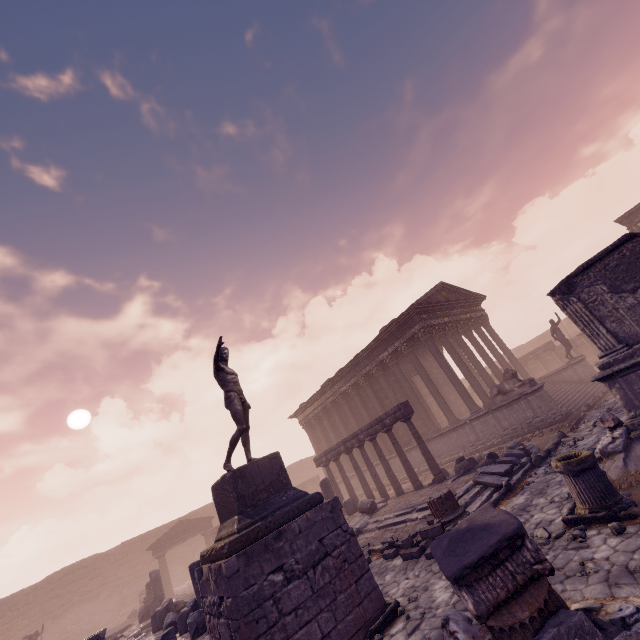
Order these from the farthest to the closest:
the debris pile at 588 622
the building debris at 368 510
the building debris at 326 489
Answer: the building debris at 326 489, the building debris at 368 510, the debris pile at 588 622

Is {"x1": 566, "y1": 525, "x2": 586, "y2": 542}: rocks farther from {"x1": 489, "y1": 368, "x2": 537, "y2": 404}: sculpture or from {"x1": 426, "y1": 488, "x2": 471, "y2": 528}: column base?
{"x1": 489, "y1": 368, "x2": 537, "y2": 404}: sculpture

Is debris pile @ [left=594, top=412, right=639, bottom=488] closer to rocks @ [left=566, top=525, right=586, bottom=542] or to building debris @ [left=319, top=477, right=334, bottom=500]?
rocks @ [left=566, top=525, right=586, bottom=542]

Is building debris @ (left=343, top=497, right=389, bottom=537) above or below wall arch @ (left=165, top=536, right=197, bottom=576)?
below

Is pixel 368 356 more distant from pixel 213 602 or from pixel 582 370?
pixel 213 602

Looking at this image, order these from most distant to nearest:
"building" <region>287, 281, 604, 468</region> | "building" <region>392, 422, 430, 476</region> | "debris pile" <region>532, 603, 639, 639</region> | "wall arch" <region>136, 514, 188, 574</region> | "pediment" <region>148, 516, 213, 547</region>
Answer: "wall arch" <region>136, 514, 188, 574</region> → "pediment" <region>148, 516, 213, 547</region> → "building" <region>392, 422, 430, 476</region> → "building" <region>287, 281, 604, 468</region> → "debris pile" <region>532, 603, 639, 639</region>

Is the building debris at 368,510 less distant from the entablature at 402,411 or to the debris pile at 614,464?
the entablature at 402,411

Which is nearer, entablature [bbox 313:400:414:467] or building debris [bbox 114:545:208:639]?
building debris [bbox 114:545:208:639]
